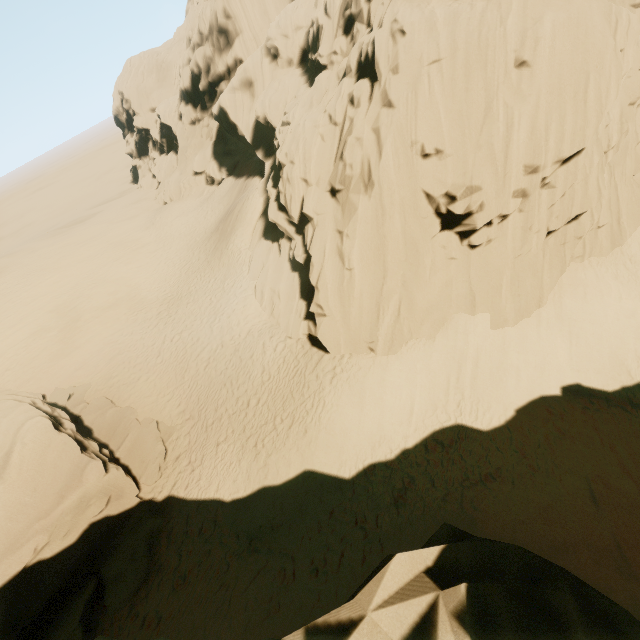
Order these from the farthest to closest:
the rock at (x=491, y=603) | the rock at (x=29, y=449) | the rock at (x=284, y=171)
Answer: the rock at (x=284, y=171) → the rock at (x=29, y=449) → the rock at (x=491, y=603)

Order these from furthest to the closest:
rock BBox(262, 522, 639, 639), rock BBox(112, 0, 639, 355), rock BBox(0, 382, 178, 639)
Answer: rock BBox(112, 0, 639, 355)
rock BBox(0, 382, 178, 639)
rock BBox(262, 522, 639, 639)

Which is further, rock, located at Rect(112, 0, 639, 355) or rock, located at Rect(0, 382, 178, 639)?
rock, located at Rect(112, 0, 639, 355)

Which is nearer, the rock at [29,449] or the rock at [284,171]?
the rock at [29,449]

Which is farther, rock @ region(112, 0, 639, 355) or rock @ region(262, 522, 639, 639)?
rock @ region(112, 0, 639, 355)

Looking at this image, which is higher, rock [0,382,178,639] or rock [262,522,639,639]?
rock [262,522,639,639]

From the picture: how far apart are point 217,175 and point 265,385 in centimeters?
3034cm
